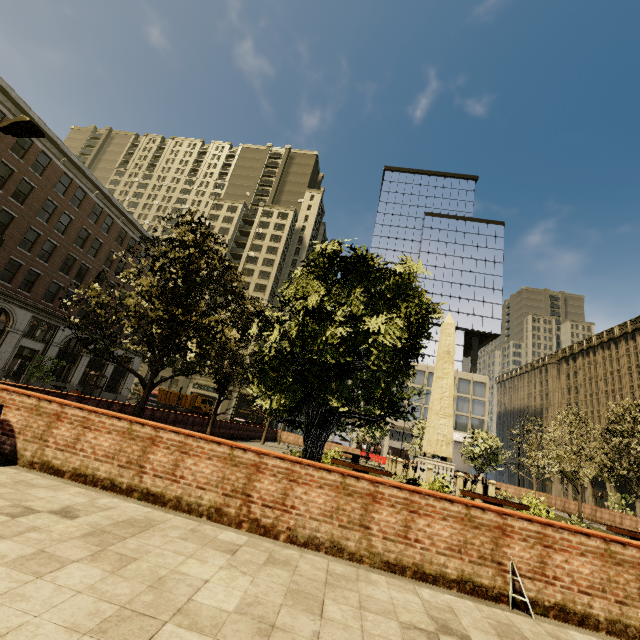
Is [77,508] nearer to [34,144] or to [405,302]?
[405,302]

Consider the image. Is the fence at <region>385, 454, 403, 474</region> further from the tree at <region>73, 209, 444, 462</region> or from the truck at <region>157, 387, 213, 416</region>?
the truck at <region>157, 387, 213, 416</region>

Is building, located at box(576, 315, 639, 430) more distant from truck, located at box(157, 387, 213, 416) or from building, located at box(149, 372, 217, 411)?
truck, located at box(157, 387, 213, 416)

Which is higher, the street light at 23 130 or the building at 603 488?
the street light at 23 130

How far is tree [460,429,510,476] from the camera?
31.0 meters

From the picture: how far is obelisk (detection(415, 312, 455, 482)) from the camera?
20.0 meters

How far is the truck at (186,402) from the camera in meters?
46.7 m

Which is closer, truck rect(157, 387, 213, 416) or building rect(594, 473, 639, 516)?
building rect(594, 473, 639, 516)
